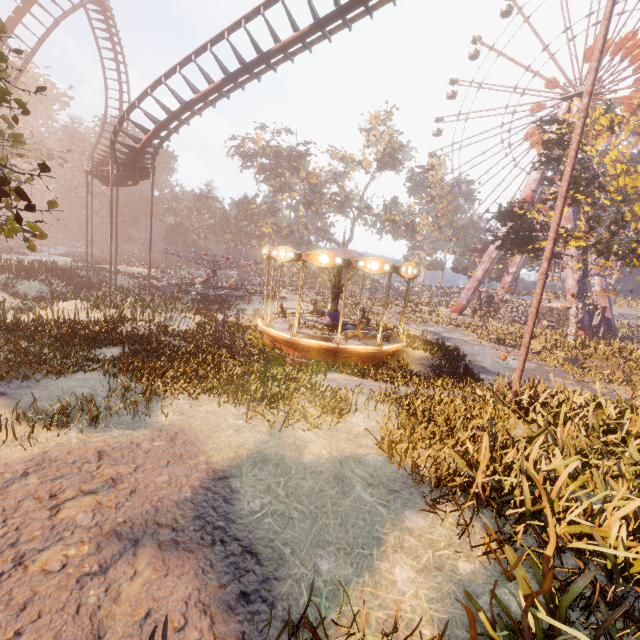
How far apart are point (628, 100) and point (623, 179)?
24.15m

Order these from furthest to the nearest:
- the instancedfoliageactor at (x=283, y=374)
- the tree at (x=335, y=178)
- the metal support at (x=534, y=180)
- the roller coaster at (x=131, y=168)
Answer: the tree at (x=335, y=178), the metal support at (x=534, y=180), the roller coaster at (x=131, y=168), the instancedfoliageactor at (x=283, y=374)

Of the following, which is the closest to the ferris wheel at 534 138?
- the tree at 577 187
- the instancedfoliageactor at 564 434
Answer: the tree at 577 187

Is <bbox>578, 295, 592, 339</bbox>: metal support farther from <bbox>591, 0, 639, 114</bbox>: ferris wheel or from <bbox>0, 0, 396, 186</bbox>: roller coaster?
<bbox>0, 0, 396, 186</bbox>: roller coaster

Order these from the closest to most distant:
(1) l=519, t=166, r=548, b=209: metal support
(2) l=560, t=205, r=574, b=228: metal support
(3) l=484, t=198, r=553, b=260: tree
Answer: (3) l=484, t=198, r=553, b=260: tree, (2) l=560, t=205, r=574, b=228: metal support, (1) l=519, t=166, r=548, b=209: metal support

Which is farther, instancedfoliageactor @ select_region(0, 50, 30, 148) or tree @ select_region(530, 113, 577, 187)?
tree @ select_region(530, 113, 577, 187)

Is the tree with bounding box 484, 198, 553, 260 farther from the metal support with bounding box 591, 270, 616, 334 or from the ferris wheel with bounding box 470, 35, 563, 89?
the ferris wheel with bounding box 470, 35, 563, 89

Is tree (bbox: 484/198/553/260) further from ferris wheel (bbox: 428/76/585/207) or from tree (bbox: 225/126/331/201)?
tree (bbox: 225/126/331/201)
